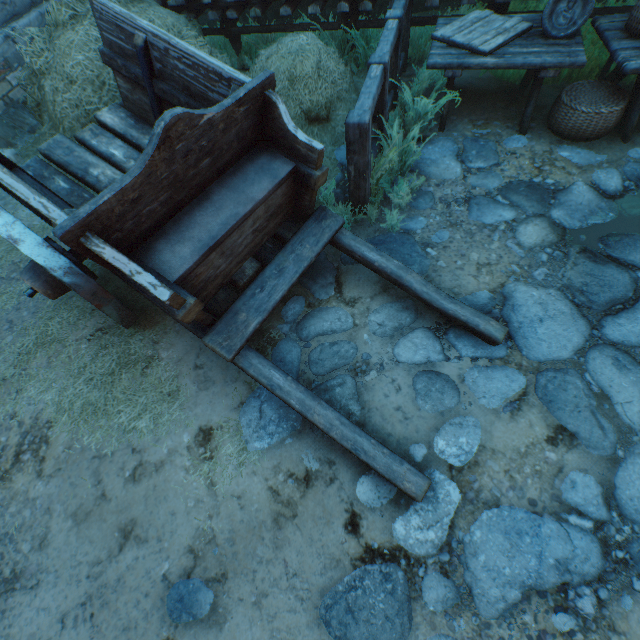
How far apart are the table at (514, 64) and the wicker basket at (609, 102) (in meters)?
0.35

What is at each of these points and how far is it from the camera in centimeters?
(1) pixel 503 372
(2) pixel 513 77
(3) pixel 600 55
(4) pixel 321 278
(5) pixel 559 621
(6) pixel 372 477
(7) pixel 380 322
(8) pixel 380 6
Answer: (1) ground stones, 245cm
(2) plants, 430cm
(3) plants, 396cm
(4) ground stones, 309cm
(5) ground stones, 175cm
(6) ground stones, 219cm
(7) ground stones, 279cm
(8) building, 562cm

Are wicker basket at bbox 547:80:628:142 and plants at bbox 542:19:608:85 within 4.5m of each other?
yes

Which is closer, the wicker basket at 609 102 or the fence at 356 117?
the fence at 356 117

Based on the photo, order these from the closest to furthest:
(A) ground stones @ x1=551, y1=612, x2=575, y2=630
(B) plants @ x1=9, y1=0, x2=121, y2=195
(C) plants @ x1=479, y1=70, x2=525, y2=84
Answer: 1. (A) ground stones @ x1=551, y1=612, x2=575, y2=630
2. (B) plants @ x1=9, y1=0, x2=121, y2=195
3. (C) plants @ x1=479, y1=70, x2=525, y2=84

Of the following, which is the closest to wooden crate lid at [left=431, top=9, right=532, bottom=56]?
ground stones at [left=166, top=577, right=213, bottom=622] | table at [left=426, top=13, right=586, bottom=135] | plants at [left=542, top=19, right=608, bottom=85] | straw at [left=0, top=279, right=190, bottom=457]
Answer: table at [left=426, top=13, right=586, bottom=135]

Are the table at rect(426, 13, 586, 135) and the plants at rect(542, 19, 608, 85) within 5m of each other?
yes

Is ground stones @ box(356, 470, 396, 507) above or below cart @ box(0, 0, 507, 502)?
below
